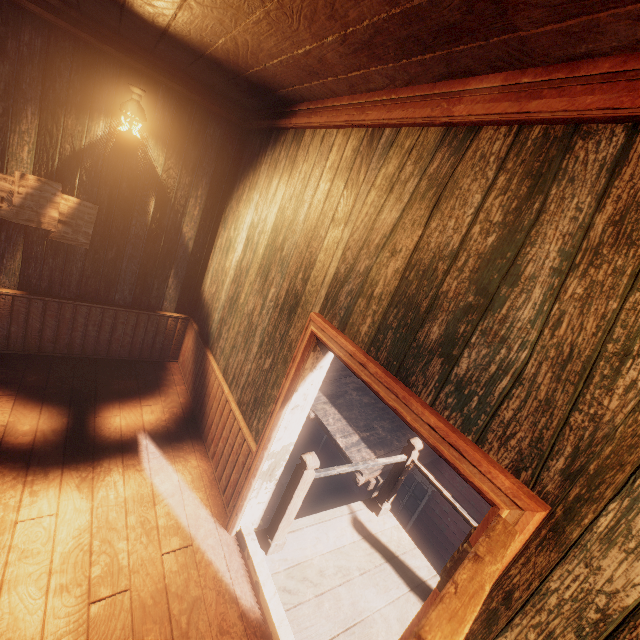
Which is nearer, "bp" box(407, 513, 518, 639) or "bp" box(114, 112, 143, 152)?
"bp" box(407, 513, 518, 639)

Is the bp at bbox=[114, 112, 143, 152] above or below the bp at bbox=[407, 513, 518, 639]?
above

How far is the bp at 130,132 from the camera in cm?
358

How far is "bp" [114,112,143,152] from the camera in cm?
358

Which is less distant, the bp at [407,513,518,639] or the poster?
the bp at [407,513,518,639]

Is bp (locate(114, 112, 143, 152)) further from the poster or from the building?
the poster

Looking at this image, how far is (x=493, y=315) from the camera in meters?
1.5

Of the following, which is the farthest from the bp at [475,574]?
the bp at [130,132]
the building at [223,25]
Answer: the bp at [130,132]
